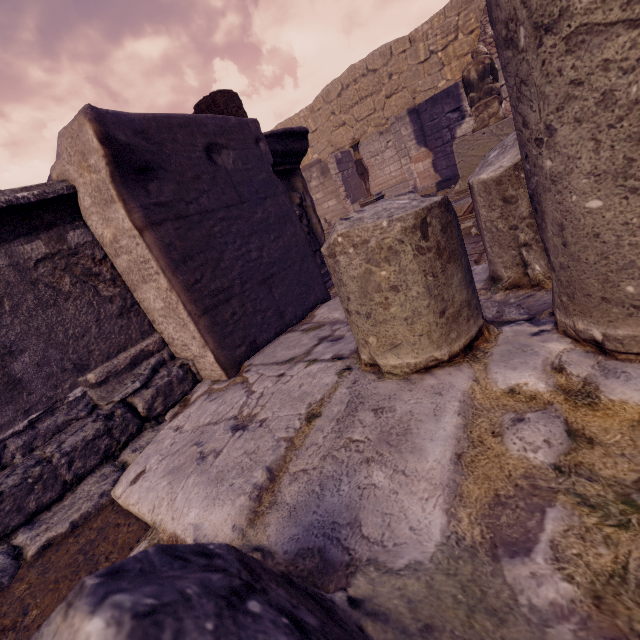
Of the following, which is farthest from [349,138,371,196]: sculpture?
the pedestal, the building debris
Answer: the building debris

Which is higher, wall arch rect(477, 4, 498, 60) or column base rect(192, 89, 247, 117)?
wall arch rect(477, 4, 498, 60)

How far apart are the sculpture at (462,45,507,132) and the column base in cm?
423

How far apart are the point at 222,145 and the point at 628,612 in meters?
2.7 m

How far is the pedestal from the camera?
5.6m

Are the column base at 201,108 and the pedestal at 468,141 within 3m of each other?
no

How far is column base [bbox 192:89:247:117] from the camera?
3.13m

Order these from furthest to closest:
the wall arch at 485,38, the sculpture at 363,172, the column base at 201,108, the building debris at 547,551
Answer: the wall arch at 485,38 < the sculpture at 363,172 < the column base at 201,108 < the building debris at 547,551
